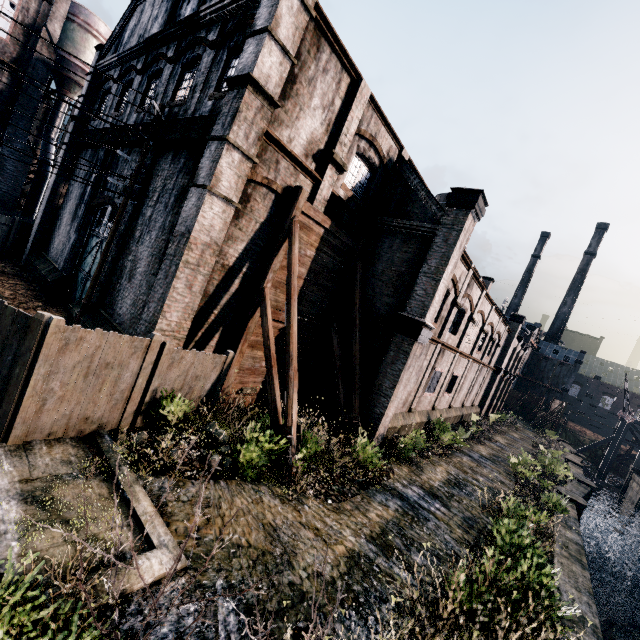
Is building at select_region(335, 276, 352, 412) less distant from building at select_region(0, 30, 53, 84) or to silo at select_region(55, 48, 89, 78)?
silo at select_region(55, 48, 89, 78)

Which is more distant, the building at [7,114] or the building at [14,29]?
the building at [7,114]

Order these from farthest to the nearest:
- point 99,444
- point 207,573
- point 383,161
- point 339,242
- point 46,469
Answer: point 383,161, point 339,242, point 99,444, point 46,469, point 207,573

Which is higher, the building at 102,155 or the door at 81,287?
the building at 102,155

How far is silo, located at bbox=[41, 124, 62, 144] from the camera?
33.16m
